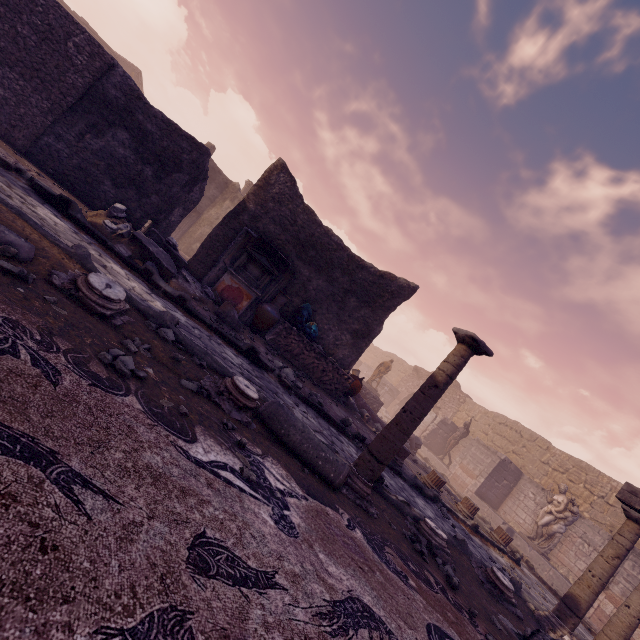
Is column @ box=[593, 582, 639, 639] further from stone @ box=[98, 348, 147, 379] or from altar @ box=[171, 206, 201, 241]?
altar @ box=[171, 206, 201, 241]

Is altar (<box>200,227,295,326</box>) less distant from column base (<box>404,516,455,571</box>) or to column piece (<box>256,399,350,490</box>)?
column piece (<box>256,399,350,490</box>)

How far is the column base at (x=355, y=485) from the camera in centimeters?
370cm

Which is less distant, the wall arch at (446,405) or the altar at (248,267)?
the altar at (248,267)

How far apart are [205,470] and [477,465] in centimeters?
1738cm

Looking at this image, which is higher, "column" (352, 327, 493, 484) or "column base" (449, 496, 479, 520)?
"column" (352, 327, 493, 484)

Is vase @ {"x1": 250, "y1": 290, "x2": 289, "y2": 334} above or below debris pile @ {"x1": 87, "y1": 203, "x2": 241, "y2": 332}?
above

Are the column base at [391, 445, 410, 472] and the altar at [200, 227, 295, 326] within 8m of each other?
yes
